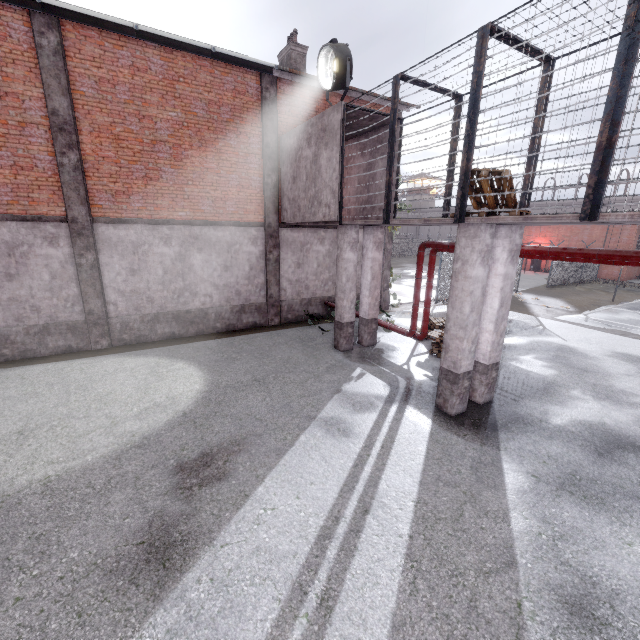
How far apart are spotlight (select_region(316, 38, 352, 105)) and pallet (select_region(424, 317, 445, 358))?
7.2 meters

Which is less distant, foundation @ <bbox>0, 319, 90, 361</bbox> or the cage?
the cage

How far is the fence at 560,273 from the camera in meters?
23.7

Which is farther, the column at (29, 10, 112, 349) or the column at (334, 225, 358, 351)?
the column at (334, 225, 358, 351)

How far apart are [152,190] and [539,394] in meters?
12.5 m

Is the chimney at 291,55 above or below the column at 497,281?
above

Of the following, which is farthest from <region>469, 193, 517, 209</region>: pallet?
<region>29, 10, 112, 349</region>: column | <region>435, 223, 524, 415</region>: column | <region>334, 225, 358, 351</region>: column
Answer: <region>29, 10, 112, 349</region>: column

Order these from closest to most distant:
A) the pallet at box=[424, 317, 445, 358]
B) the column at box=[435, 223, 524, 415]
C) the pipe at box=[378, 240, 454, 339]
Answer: the column at box=[435, 223, 524, 415] < the pipe at box=[378, 240, 454, 339] < the pallet at box=[424, 317, 445, 358]
